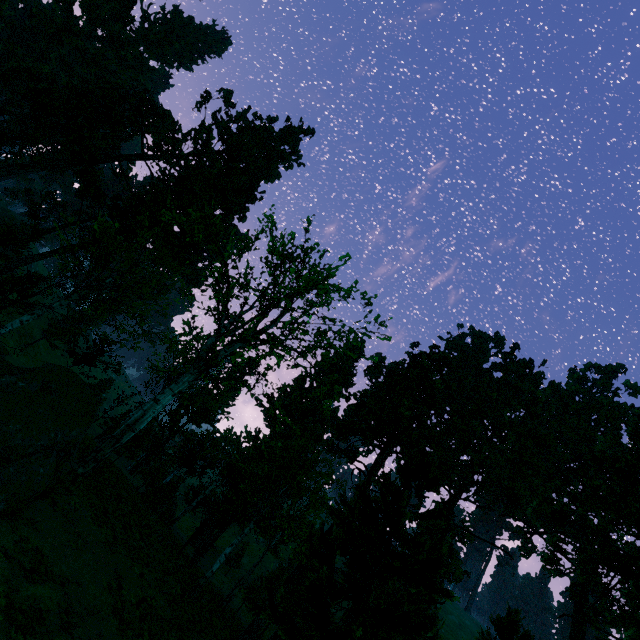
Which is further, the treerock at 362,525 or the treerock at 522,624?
the treerock at 522,624

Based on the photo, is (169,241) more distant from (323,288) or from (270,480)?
(270,480)

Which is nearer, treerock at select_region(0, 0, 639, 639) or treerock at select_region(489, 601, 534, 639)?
treerock at select_region(0, 0, 639, 639)
